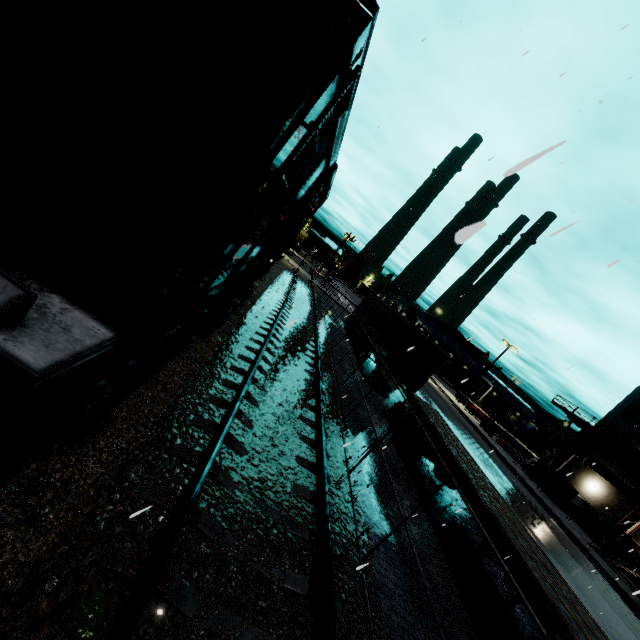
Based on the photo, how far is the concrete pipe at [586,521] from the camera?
28.6 meters

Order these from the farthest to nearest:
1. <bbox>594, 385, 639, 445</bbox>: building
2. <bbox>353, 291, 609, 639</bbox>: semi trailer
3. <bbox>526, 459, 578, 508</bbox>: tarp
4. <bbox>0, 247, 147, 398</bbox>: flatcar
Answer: <bbox>594, 385, 639, 445</bbox>: building → <bbox>526, 459, 578, 508</bbox>: tarp → <bbox>353, 291, 609, 639</bbox>: semi trailer → <bbox>0, 247, 147, 398</bbox>: flatcar

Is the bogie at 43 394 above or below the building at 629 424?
below

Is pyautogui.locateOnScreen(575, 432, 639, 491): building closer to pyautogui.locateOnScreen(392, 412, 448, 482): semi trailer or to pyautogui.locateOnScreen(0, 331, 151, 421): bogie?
pyautogui.locateOnScreen(392, 412, 448, 482): semi trailer

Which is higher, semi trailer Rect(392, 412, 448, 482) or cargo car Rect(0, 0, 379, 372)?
cargo car Rect(0, 0, 379, 372)

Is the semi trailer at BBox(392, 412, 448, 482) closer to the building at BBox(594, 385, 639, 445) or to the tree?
the building at BBox(594, 385, 639, 445)

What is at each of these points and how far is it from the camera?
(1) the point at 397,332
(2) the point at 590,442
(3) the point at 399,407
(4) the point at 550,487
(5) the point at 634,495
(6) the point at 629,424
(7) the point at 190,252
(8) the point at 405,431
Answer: (1) semi trailer, 18.06m
(2) building, 34.75m
(3) semi trailer, 14.16m
(4) tarp, 26.80m
(5) vent duct, 27.91m
(6) building, 32.91m
(7) cargo car, 2.82m
(8) semi trailer, 12.20m
